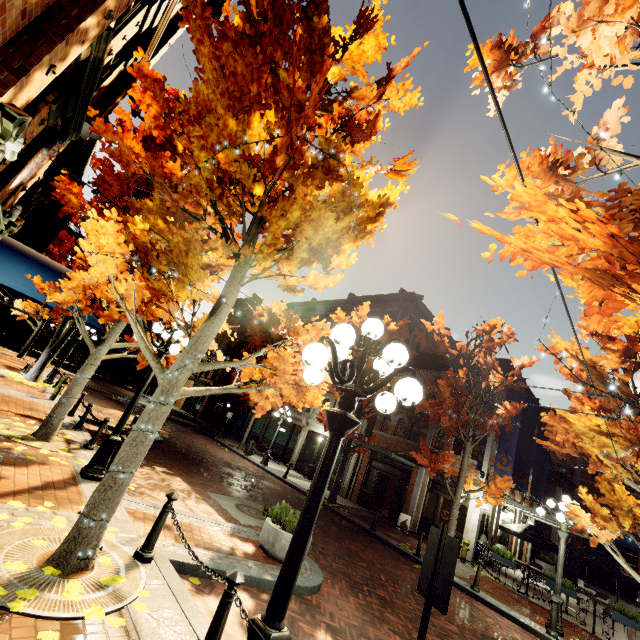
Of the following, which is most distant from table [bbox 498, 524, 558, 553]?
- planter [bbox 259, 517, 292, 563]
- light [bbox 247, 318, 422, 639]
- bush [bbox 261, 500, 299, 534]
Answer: light [bbox 247, 318, 422, 639]

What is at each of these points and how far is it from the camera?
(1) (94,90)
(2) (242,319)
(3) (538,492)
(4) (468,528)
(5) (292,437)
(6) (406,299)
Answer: (1) building, 5.8 meters
(2) building, 39.5 meters
(3) banner, 19.2 meters
(4) building, 14.7 meters
(5) building, 24.7 meters
(6) building, 23.5 meters

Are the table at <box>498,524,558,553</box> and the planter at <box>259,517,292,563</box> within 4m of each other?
no

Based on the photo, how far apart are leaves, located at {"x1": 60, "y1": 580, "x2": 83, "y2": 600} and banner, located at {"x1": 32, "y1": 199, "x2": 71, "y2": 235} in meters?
11.5

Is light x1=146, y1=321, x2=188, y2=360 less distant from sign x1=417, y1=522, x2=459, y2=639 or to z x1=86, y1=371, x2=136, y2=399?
sign x1=417, y1=522, x2=459, y2=639

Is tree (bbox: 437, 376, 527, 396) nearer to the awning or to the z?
the awning

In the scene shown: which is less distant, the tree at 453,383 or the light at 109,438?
the light at 109,438

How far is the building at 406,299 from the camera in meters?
20.4 m
